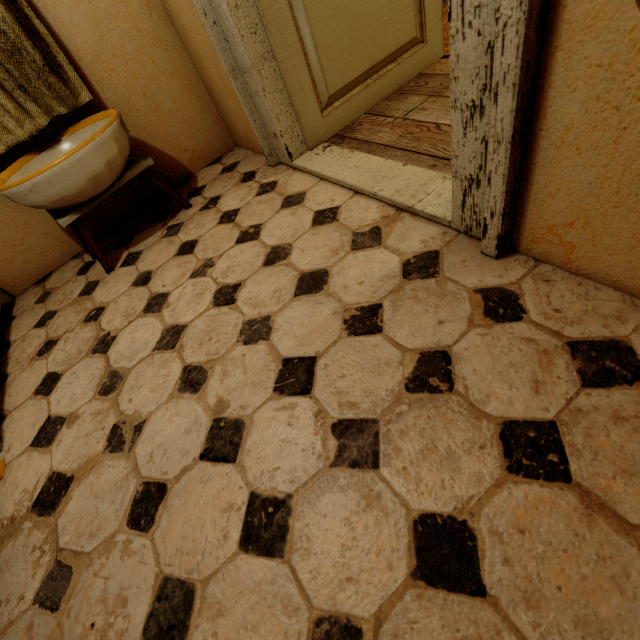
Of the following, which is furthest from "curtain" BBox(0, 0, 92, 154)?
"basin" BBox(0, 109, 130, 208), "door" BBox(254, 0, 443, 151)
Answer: "door" BBox(254, 0, 443, 151)

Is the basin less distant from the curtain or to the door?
the curtain

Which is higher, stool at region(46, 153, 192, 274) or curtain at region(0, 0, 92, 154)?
curtain at region(0, 0, 92, 154)

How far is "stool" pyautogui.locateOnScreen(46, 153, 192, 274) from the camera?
1.6m

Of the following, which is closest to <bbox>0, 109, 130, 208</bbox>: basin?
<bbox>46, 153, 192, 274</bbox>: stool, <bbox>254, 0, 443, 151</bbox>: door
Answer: <bbox>46, 153, 192, 274</bbox>: stool

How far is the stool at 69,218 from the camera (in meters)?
1.62

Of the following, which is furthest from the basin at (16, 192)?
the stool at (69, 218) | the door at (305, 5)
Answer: the door at (305, 5)

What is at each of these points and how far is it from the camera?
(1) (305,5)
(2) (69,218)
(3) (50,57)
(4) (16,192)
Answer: (1) door, 1.5 meters
(2) stool, 1.6 meters
(3) curtain, 1.6 meters
(4) basin, 1.4 meters
